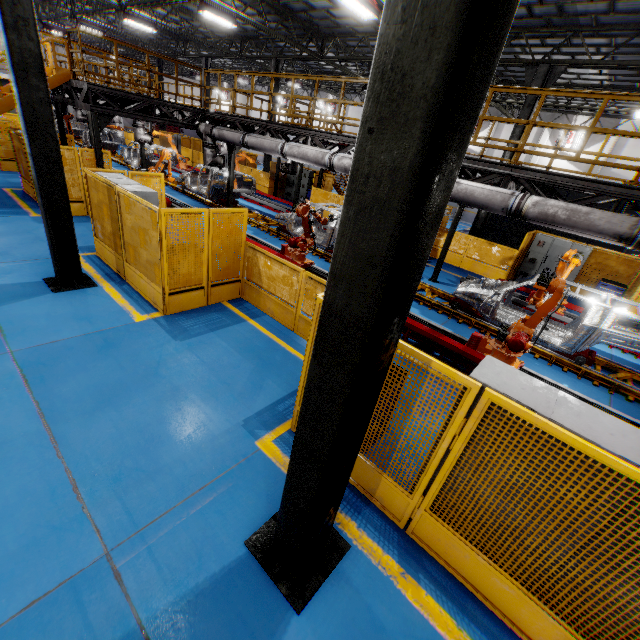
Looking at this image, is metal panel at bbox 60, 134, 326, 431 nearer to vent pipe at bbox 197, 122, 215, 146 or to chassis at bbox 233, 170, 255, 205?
vent pipe at bbox 197, 122, 215, 146

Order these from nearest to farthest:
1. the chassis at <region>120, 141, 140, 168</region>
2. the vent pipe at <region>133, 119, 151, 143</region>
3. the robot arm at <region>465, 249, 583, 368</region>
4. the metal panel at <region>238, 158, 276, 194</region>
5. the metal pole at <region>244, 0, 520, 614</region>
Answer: the metal pole at <region>244, 0, 520, 614</region>, the robot arm at <region>465, 249, 583, 368</region>, the vent pipe at <region>133, 119, 151, 143</region>, the chassis at <region>120, 141, 140, 168</region>, the metal panel at <region>238, 158, 276, 194</region>

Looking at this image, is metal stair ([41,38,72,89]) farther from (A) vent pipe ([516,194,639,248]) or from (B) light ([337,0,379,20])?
(B) light ([337,0,379,20])

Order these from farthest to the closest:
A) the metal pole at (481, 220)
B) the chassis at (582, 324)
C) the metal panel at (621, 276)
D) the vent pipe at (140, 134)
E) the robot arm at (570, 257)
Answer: the vent pipe at (140, 134), the metal pole at (481, 220), the metal panel at (621, 276), the chassis at (582, 324), the robot arm at (570, 257)

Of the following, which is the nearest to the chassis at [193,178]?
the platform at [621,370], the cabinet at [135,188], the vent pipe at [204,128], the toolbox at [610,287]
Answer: the platform at [621,370]

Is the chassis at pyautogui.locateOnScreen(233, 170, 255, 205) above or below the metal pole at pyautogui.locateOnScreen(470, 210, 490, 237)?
below

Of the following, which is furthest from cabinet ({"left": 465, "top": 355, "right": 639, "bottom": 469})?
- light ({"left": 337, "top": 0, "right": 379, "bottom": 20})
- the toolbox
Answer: the toolbox

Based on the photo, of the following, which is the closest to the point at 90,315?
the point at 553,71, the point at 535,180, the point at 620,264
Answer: the point at 535,180
